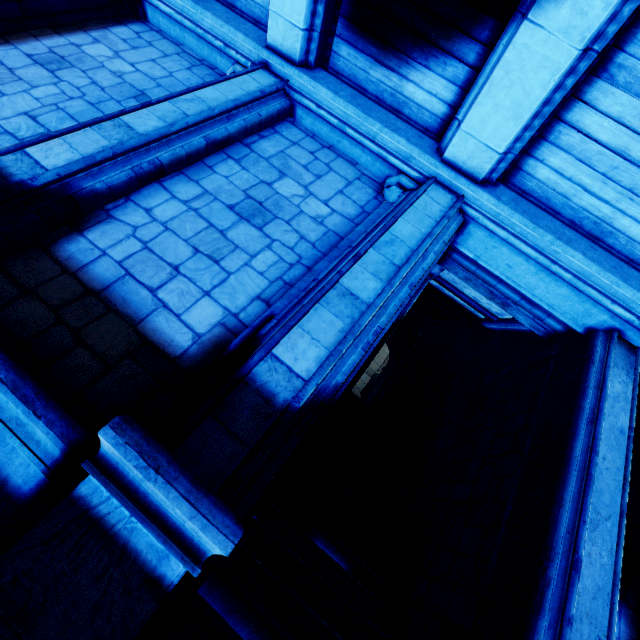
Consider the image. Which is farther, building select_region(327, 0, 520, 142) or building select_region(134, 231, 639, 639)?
building select_region(327, 0, 520, 142)

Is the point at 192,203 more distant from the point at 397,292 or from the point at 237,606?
the point at 237,606

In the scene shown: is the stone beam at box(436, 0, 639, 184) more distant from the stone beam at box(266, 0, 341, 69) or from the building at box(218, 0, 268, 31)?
the stone beam at box(266, 0, 341, 69)

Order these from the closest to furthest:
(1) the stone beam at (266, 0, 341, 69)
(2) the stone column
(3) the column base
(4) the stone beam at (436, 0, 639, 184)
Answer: (3) the column base, (2) the stone column, (4) the stone beam at (436, 0, 639, 184), (1) the stone beam at (266, 0, 341, 69)

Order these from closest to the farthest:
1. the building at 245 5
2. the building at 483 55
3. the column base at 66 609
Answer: the column base at 66 609 < the building at 483 55 < the building at 245 5

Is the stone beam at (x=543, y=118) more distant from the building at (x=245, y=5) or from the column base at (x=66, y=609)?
the column base at (x=66, y=609)

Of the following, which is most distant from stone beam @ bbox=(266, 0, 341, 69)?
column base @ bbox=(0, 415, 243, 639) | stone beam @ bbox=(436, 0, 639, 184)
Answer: column base @ bbox=(0, 415, 243, 639)

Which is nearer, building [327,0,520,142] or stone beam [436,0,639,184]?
stone beam [436,0,639,184]
